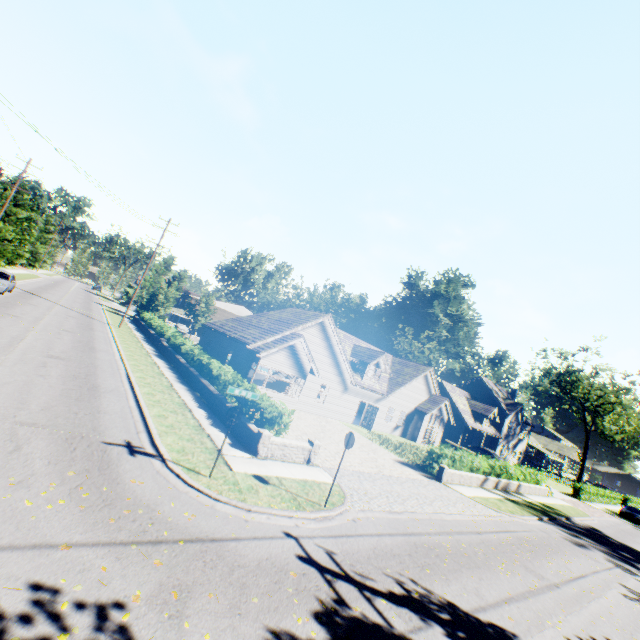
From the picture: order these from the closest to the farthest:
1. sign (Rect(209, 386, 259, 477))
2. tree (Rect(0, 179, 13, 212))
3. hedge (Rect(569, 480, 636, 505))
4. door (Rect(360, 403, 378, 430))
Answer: sign (Rect(209, 386, 259, 477)), door (Rect(360, 403, 378, 430)), tree (Rect(0, 179, 13, 212)), hedge (Rect(569, 480, 636, 505))

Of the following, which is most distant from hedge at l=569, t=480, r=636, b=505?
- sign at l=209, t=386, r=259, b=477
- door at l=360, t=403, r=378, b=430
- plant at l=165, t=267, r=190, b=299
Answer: sign at l=209, t=386, r=259, b=477

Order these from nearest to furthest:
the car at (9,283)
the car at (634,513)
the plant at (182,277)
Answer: the car at (9,283)
the car at (634,513)
the plant at (182,277)

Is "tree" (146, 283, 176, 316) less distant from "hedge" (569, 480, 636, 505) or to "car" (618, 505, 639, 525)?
"hedge" (569, 480, 636, 505)

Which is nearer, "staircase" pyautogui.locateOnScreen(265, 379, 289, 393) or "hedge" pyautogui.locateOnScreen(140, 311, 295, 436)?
"hedge" pyautogui.locateOnScreen(140, 311, 295, 436)

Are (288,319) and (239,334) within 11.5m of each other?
yes

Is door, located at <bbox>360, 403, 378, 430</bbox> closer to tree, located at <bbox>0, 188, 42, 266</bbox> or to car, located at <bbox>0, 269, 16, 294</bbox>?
tree, located at <bbox>0, 188, 42, 266</bbox>

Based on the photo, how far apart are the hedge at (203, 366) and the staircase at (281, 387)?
7.33m
